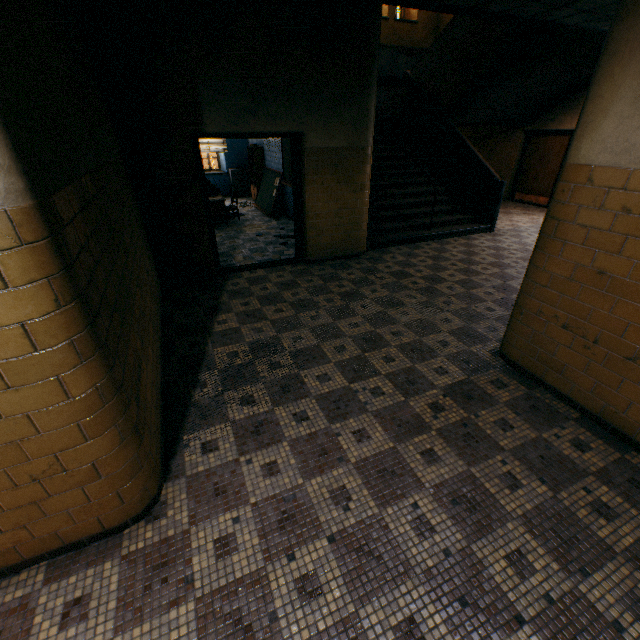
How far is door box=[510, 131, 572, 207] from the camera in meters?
9.9

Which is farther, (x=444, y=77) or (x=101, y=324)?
(x=444, y=77)

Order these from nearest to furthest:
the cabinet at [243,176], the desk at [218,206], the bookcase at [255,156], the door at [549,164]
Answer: the desk at [218,206] < the door at [549,164] < the bookcase at [255,156] < the cabinet at [243,176]

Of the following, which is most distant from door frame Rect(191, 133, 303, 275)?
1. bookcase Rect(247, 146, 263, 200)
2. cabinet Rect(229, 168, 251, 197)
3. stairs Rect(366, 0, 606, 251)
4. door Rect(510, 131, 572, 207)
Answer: door Rect(510, 131, 572, 207)

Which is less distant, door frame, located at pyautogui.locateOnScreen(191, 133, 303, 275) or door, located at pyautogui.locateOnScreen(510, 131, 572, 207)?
door frame, located at pyautogui.locateOnScreen(191, 133, 303, 275)

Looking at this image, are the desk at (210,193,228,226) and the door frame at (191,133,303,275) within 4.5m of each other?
yes

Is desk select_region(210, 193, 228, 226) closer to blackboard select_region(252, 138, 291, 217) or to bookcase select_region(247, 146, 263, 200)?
blackboard select_region(252, 138, 291, 217)

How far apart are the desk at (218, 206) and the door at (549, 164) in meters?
9.9 m
